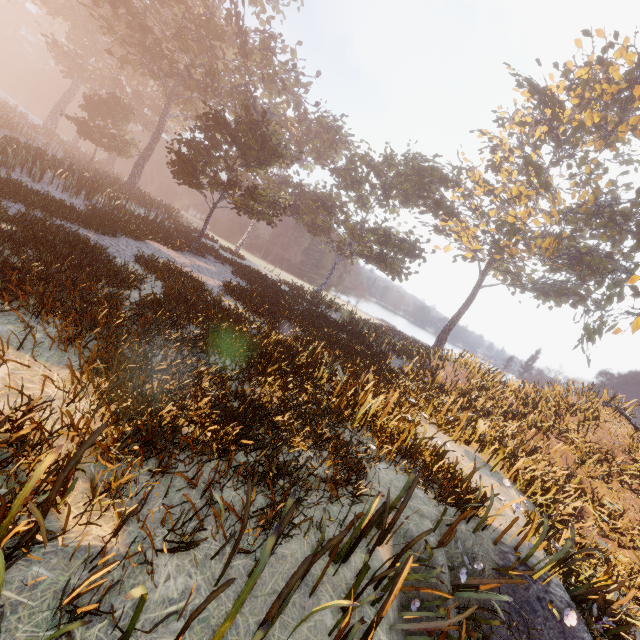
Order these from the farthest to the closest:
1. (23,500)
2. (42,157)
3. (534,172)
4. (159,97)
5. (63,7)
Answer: (159,97), (63,7), (534,172), (42,157), (23,500)
